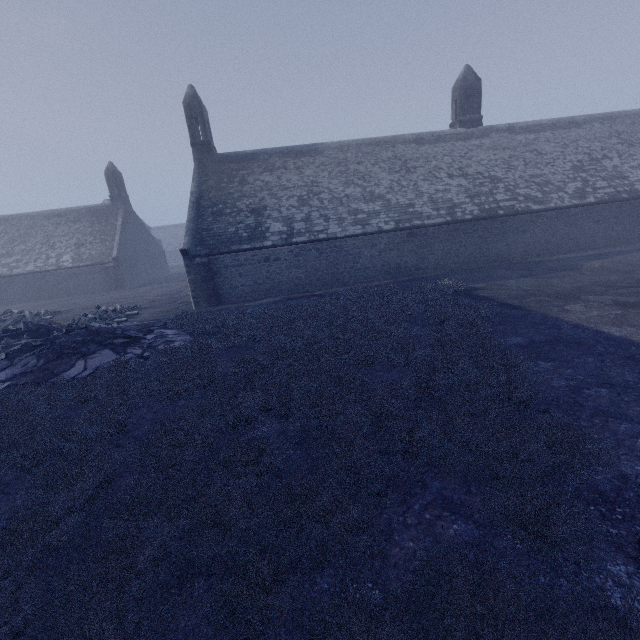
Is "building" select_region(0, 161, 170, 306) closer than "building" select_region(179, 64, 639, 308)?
No

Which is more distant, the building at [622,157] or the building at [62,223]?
the building at [62,223]

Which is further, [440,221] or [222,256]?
[440,221]
